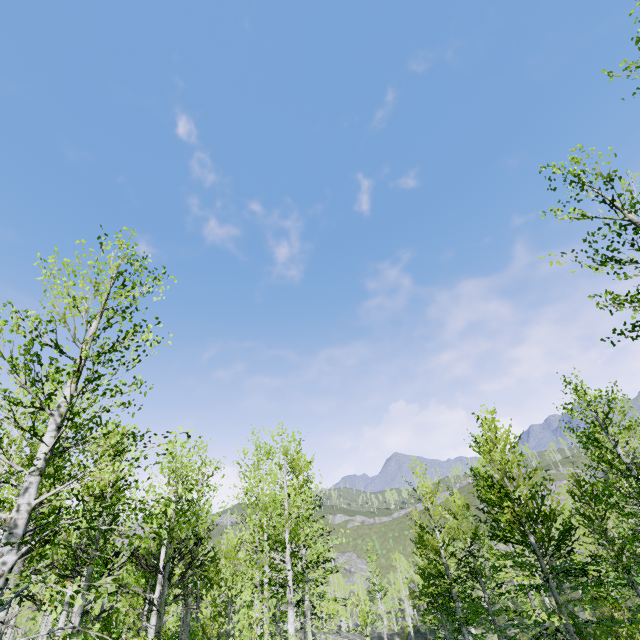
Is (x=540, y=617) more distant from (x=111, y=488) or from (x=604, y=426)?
(x=111, y=488)
